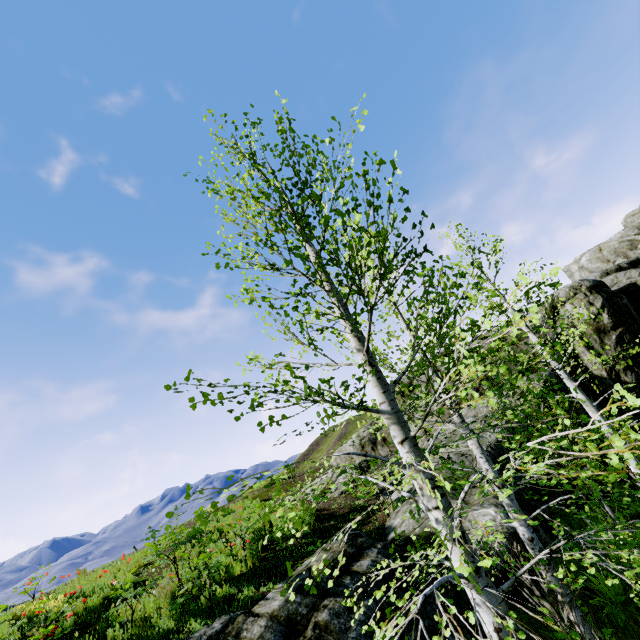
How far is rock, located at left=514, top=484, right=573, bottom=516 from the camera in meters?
9.1

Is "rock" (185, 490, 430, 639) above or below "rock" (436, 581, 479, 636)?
above

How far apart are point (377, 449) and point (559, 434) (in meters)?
15.34

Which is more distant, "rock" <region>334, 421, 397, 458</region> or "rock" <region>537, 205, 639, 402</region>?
"rock" <region>334, 421, 397, 458</region>

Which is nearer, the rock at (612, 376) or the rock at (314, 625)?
the rock at (314, 625)

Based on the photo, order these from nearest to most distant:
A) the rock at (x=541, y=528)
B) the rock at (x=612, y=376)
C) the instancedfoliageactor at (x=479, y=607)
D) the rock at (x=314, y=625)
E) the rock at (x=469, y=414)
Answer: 1. the instancedfoliageactor at (x=479, y=607)
2. the rock at (x=314, y=625)
3. the rock at (x=541, y=528)
4. the rock at (x=469, y=414)
5. the rock at (x=612, y=376)
